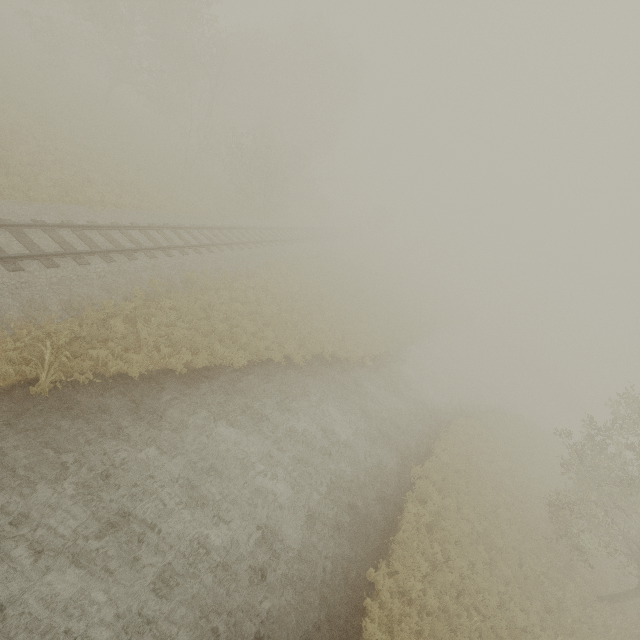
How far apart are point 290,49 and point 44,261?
37.4 meters

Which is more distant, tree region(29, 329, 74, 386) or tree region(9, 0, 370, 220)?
tree region(9, 0, 370, 220)

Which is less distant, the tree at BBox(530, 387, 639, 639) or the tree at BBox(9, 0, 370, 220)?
the tree at BBox(530, 387, 639, 639)

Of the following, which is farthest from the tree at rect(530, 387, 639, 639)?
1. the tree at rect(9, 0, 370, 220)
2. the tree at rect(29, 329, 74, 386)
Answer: the tree at rect(29, 329, 74, 386)

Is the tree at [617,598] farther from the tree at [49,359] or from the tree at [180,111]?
the tree at [49,359]

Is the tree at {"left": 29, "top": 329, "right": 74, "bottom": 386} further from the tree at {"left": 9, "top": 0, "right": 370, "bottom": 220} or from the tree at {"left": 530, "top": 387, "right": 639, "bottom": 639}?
the tree at {"left": 9, "top": 0, "right": 370, "bottom": 220}

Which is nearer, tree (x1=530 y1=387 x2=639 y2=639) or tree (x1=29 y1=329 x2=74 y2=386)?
tree (x1=29 y1=329 x2=74 y2=386)
